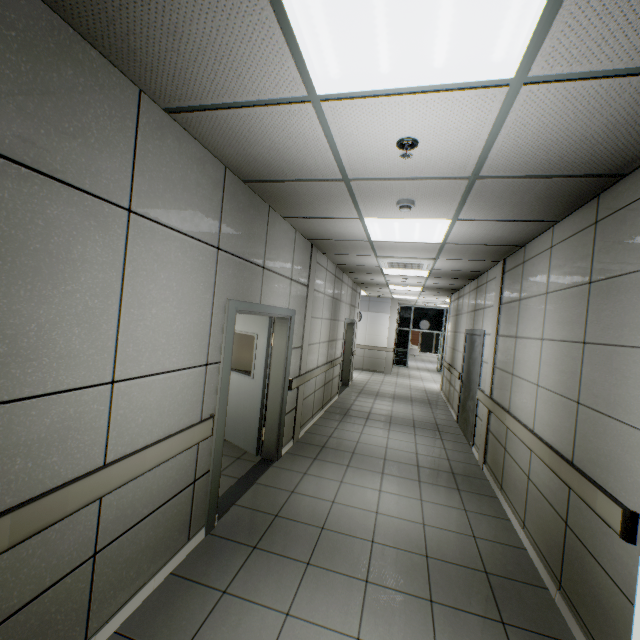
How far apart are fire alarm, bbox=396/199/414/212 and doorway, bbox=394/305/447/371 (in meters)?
14.30

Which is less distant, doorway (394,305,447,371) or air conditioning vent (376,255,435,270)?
air conditioning vent (376,255,435,270)

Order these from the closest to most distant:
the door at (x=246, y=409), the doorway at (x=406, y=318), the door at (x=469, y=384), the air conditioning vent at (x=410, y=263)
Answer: the door at (x=246, y=409) → the air conditioning vent at (x=410, y=263) → the door at (x=469, y=384) → the doorway at (x=406, y=318)

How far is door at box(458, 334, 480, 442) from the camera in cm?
606

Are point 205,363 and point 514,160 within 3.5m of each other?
yes

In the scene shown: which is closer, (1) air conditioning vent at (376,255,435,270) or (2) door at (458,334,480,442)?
(1) air conditioning vent at (376,255,435,270)

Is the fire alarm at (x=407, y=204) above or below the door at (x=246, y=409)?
above

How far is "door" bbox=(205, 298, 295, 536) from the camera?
3.0m
